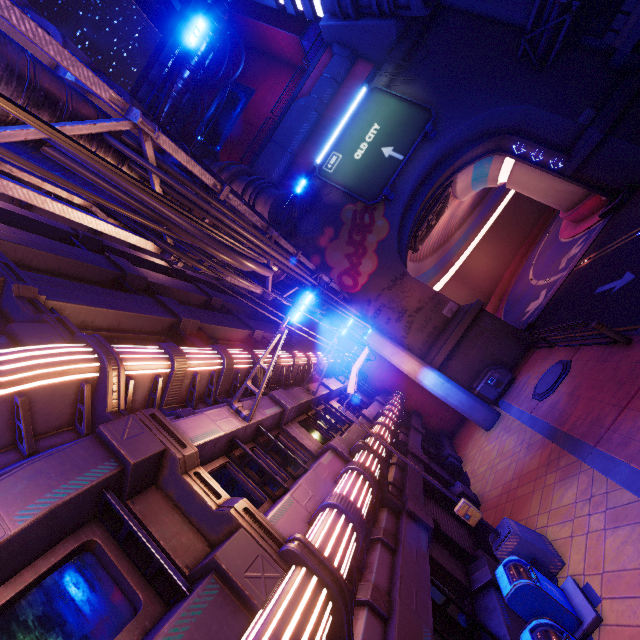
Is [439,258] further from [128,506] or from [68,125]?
[128,506]

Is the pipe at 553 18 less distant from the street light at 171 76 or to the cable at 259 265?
the street light at 171 76

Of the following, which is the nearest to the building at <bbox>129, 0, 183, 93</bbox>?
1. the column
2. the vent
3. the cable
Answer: the column

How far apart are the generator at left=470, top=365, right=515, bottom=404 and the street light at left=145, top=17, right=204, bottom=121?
18.8 meters

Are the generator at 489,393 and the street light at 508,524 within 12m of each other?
yes

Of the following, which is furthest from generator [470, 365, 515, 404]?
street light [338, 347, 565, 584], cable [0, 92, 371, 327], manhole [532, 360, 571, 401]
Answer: street light [338, 347, 565, 584]

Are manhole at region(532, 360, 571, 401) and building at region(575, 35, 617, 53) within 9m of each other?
no

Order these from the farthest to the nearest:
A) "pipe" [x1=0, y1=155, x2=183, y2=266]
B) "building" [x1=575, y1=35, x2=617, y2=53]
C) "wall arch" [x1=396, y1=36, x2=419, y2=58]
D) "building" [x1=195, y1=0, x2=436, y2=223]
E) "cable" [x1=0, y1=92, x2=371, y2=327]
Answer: "wall arch" [x1=396, y1=36, x2=419, y2=58] → "building" [x1=195, y1=0, x2=436, y2=223] → "building" [x1=575, y1=35, x2=617, y2=53] → "pipe" [x1=0, y1=155, x2=183, y2=266] → "cable" [x1=0, y1=92, x2=371, y2=327]
